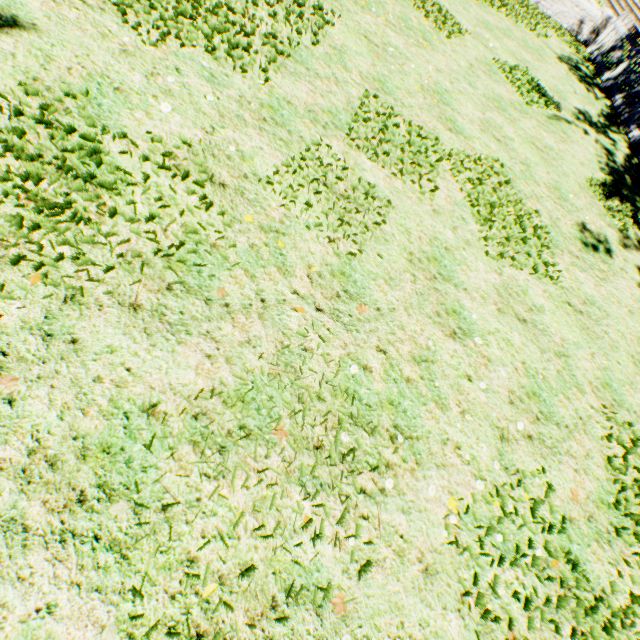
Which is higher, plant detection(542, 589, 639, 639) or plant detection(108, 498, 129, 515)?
plant detection(542, 589, 639, 639)

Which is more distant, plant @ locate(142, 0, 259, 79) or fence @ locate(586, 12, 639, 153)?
fence @ locate(586, 12, 639, 153)

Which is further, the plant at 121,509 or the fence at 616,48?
the fence at 616,48

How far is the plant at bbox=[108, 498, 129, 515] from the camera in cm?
192

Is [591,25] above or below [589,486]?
above

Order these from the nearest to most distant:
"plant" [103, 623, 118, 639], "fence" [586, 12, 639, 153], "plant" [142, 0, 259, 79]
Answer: "plant" [103, 623, 118, 639]
"plant" [142, 0, 259, 79]
"fence" [586, 12, 639, 153]

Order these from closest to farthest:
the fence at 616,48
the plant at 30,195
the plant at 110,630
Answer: the plant at 110,630 < the plant at 30,195 < the fence at 616,48
